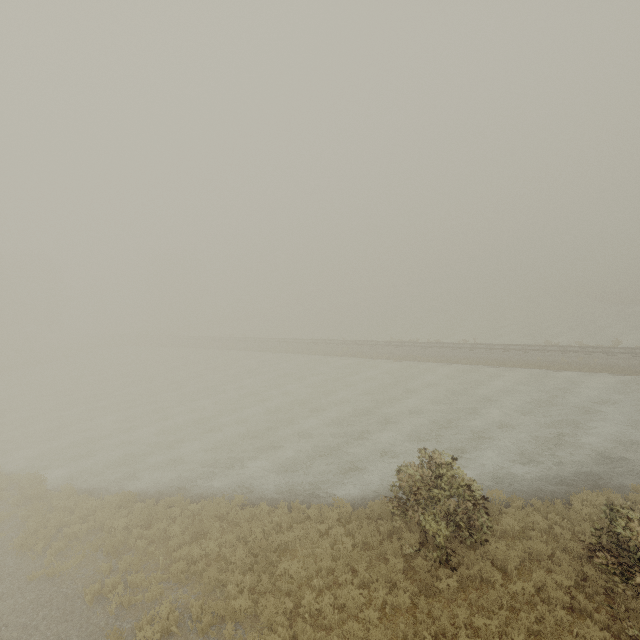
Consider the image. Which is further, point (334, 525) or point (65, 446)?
point (65, 446)
